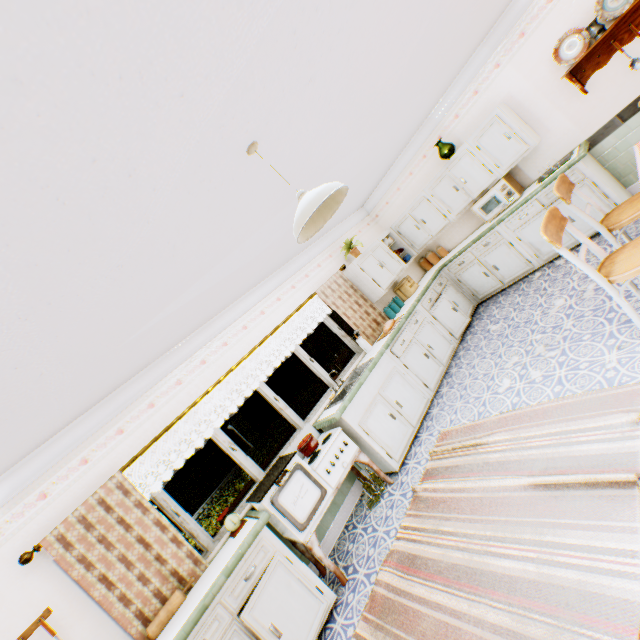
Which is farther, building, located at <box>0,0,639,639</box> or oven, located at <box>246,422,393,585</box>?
oven, located at <box>246,422,393,585</box>

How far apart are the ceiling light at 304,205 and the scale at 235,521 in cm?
309

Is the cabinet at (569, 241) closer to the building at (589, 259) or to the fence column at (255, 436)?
the building at (589, 259)

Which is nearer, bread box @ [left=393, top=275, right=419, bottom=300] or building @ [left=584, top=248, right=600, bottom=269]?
building @ [left=584, top=248, right=600, bottom=269]

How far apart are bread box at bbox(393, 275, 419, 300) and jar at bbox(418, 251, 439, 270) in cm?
88

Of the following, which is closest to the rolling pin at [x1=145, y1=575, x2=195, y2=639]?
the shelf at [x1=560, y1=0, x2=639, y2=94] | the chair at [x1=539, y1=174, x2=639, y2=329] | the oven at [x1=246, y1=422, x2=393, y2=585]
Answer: the oven at [x1=246, y1=422, x2=393, y2=585]

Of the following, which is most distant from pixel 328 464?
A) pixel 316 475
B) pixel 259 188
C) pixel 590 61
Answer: pixel 590 61

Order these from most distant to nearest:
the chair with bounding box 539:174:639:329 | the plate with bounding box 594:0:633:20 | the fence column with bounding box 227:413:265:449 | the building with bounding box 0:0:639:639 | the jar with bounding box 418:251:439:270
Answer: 1. the fence column with bounding box 227:413:265:449
2. the jar with bounding box 418:251:439:270
3. the plate with bounding box 594:0:633:20
4. the chair with bounding box 539:174:639:329
5. the building with bounding box 0:0:639:639
